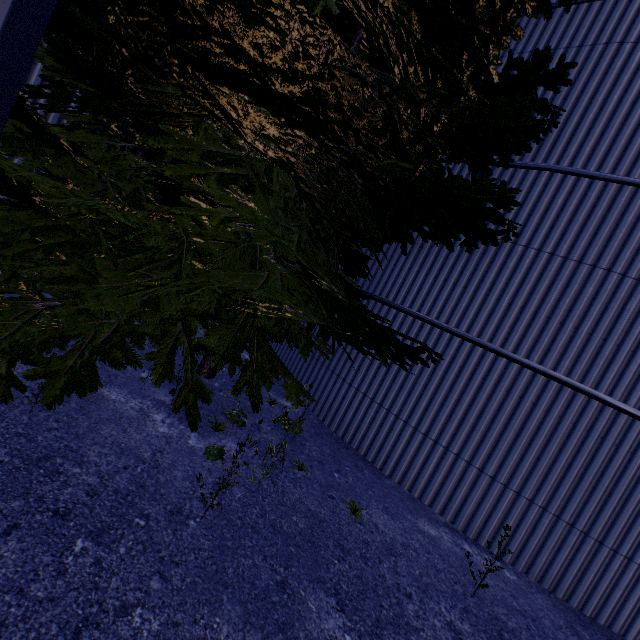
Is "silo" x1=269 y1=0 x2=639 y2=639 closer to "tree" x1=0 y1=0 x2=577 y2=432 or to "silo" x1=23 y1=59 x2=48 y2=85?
"tree" x1=0 y1=0 x2=577 y2=432

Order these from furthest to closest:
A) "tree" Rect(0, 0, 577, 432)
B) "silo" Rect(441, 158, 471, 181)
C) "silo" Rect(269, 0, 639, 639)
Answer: "silo" Rect(441, 158, 471, 181) → "silo" Rect(269, 0, 639, 639) → "tree" Rect(0, 0, 577, 432)

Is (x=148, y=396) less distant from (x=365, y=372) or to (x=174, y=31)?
(x=365, y=372)

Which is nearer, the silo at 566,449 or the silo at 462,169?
the silo at 566,449

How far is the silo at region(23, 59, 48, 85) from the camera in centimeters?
516cm

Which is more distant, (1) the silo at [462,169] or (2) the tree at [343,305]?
(1) the silo at [462,169]

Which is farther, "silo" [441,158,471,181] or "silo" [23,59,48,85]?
"silo" [441,158,471,181]

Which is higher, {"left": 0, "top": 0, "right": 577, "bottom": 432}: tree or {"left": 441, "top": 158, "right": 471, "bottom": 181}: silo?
{"left": 441, "top": 158, "right": 471, "bottom": 181}: silo
